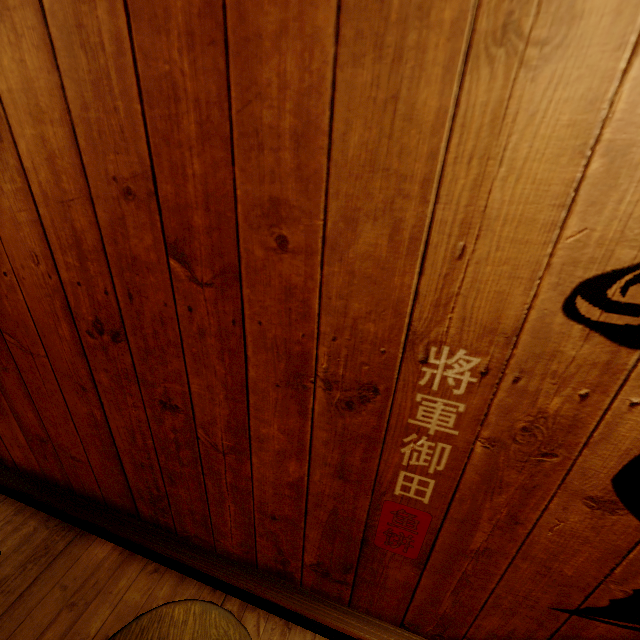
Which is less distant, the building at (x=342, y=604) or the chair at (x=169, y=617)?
the building at (x=342, y=604)

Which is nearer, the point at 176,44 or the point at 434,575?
the point at 176,44

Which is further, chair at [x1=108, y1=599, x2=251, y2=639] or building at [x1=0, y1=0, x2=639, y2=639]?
chair at [x1=108, y1=599, x2=251, y2=639]
